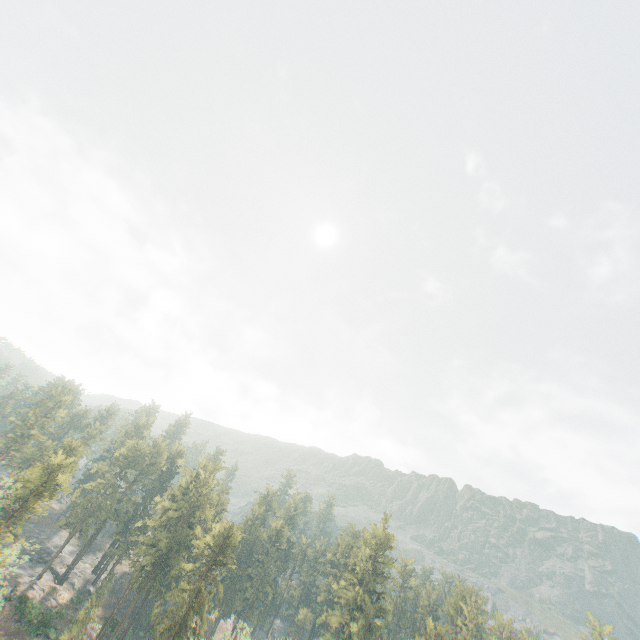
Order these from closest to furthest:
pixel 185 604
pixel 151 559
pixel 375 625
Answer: pixel 185 604 < pixel 151 559 < pixel 375 625

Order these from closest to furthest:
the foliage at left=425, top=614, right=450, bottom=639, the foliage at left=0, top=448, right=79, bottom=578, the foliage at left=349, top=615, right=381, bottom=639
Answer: the foliage at left=0, top=448, right=79, bottom=578 → the foliage at left=425, top=614, right=450, bottom=639 → the foliage at left=349, top=615, right=381, bottom=639

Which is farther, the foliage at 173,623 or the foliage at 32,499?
the foliage at 173,623

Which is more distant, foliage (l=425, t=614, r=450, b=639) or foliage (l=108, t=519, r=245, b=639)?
foliage (l=425, t=614, r=450, b=639)

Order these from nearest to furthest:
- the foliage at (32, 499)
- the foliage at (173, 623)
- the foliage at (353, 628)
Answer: the foliage at (32, 499)
the foliage at (173, 623)
the foliage at (353, 628)
